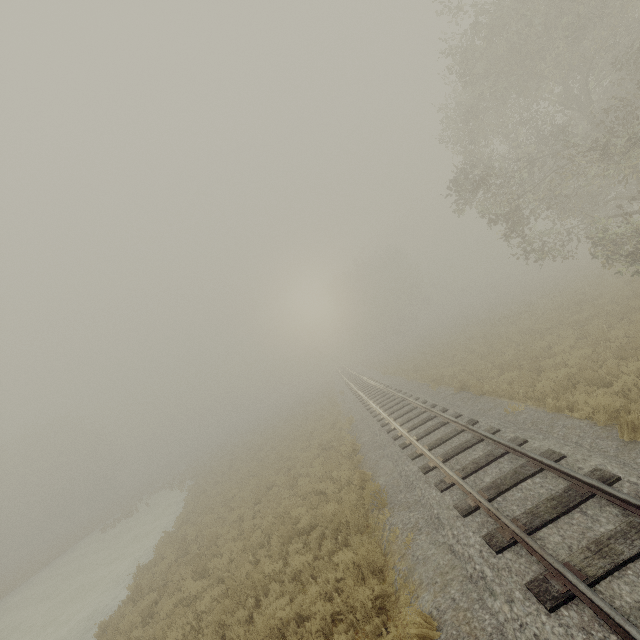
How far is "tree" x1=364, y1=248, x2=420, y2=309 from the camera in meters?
56.3 m

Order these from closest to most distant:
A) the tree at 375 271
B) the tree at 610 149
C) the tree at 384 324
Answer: the tree at 610 149 < the tree at 375 271 < the tree at 384 324

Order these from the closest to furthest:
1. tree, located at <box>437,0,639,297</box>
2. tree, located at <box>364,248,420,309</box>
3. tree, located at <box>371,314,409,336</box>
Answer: tree, located at <box>437,0,639,297</box>, tree, located at <box>364,248,420,309</box>, tree, located at <box>371,314,409,336</box>

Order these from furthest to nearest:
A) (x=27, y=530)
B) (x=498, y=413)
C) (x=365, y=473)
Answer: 1. (x=27, y=530)
2. (x=365, y=473)
3. (x=498, y=413)

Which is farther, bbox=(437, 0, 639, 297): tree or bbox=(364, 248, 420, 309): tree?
bbox=(364, 248, 420, 309): tree

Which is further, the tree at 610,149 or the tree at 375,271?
the tree at 375,271

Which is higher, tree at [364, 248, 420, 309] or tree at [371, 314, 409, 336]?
tree at [364, 248, 420, 309]
